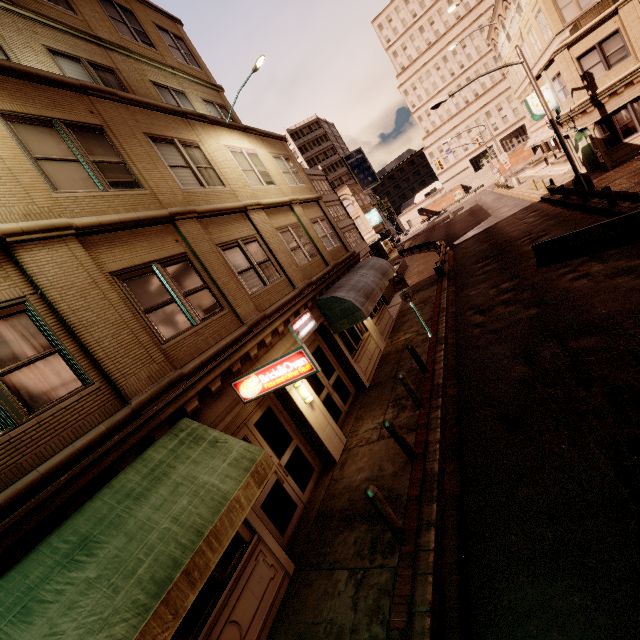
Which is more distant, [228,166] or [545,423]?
[228,166]

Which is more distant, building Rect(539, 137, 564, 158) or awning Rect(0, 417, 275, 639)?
building Rect(539, 137, 564, 158)

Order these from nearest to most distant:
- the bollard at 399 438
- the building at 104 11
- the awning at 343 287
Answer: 1. the building at 104 11
2. the bollard at 399 438
3. the awning at 343 287

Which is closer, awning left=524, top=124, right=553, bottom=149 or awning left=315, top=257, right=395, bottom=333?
awning left=315, top=257, right=395, bottom=333

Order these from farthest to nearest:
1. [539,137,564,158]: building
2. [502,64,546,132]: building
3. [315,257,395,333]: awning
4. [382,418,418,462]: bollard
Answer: [539,137,564,158]: building < [502,64,546,132]: building < [315,257,395,333]: awning < [382,418,418,462]: bollard

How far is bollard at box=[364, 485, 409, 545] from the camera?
5.7m

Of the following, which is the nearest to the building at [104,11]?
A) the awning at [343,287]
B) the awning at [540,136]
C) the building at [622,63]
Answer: the awning at [343,287]

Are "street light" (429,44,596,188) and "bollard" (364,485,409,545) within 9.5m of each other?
no
